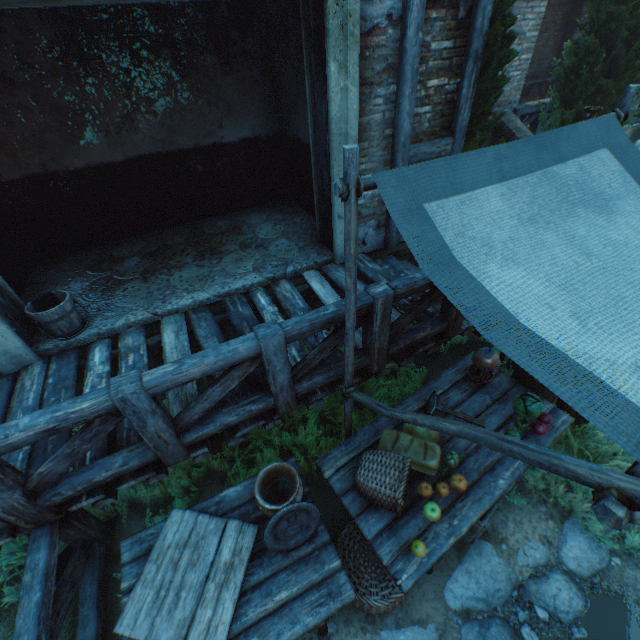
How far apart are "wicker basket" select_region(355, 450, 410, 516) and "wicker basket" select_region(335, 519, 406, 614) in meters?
0.4

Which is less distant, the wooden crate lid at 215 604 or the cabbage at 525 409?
the wooden crate lid at 215 604

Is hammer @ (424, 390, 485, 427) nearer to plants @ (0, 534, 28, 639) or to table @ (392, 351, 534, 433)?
table @ (392, 351, 534, 433)

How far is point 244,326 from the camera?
3.9 meters

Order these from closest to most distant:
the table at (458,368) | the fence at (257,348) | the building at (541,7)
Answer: the fence at (257,348) → the table at (458,368) → the building at (541,7)

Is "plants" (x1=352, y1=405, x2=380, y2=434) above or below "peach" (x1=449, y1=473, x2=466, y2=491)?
below

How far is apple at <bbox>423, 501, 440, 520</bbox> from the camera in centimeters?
244cm

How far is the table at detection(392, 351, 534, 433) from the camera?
3.1m
